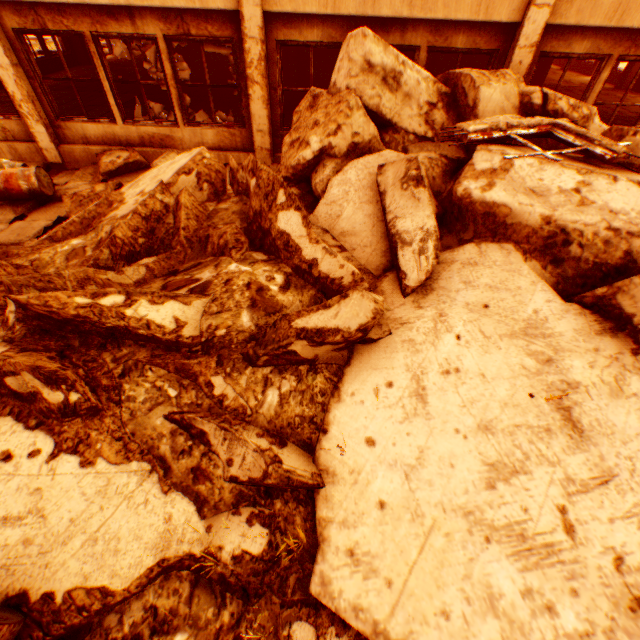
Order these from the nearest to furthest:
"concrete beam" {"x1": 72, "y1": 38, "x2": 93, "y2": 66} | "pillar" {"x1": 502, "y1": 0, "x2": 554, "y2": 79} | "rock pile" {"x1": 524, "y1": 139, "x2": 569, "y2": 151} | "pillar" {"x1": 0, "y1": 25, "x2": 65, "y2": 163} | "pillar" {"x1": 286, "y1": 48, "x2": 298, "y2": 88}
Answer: "rock pile" {"x1": 524, "y1": 139, "x2": 569, "y2": 151} < "pillar" {"x1": 502, "y1": 0, "x2": 554, "y2": 79} < "pillar" {"x1": 0, "y1": 25, "x2": 65, "y2": 163} < "pillar" {"x1": 286, "y1": 48, "x2": 298, "y2": 88} < "concrete beam" {"x1": 72, "y1": 38, "x2": 93, "y2": 66}

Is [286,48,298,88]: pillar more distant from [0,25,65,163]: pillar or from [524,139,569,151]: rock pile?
[0,25,65,163]: pillar

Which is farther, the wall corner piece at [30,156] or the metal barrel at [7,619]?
the wall corner piece at [30,156]

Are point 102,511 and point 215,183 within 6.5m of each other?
yes

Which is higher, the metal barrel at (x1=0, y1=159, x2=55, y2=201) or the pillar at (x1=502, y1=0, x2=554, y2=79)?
the pillar at (x1=502, y1=0, x2=554, y2=79)

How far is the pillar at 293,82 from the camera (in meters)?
11.63

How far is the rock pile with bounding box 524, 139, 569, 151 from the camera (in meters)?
4.95

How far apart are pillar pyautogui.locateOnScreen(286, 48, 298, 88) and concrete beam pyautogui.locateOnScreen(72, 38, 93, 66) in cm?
896
